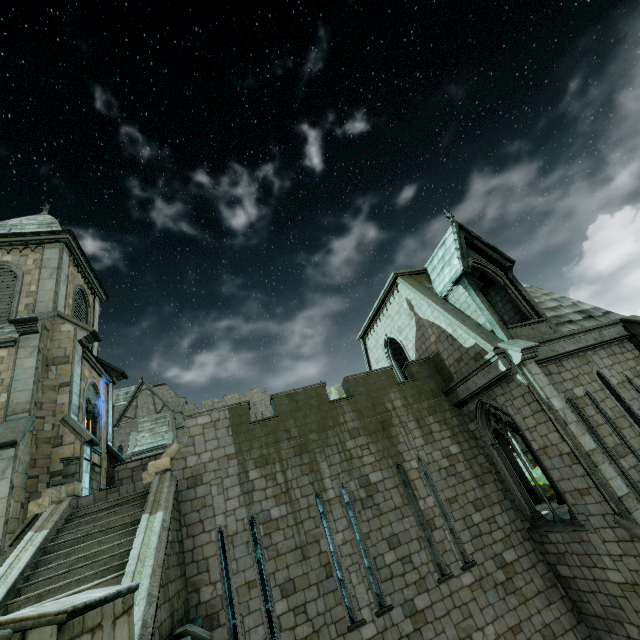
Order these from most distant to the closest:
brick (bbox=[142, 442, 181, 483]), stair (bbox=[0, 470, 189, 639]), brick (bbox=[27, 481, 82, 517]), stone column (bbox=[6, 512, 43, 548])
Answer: brick (bbox=[142, 442, 181, 483])
brick (bbox=[27, 481, 82, 517])
stone column (bbox=[6, 512, 43, 548])
stair (bbox=[0, 470, 189, 639])

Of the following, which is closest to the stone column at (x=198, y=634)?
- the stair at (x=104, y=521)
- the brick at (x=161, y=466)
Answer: the stair at (x=104, y=521)

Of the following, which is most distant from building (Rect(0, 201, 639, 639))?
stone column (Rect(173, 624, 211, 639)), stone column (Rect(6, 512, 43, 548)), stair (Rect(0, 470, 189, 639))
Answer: stone column (Rect(173, 624, 211, 639))

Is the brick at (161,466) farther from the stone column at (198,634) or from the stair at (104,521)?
the stone column at (198,634)

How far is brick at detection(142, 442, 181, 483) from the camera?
10.30m

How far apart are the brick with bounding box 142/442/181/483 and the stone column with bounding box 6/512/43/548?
2.4m

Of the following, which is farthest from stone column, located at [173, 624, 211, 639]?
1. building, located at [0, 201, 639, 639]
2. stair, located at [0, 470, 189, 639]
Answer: building, located at [0, 201, 639, 639]

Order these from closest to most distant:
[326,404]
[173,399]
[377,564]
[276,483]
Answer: [377,564]
[276,483]
[326,404]
[173,399]
